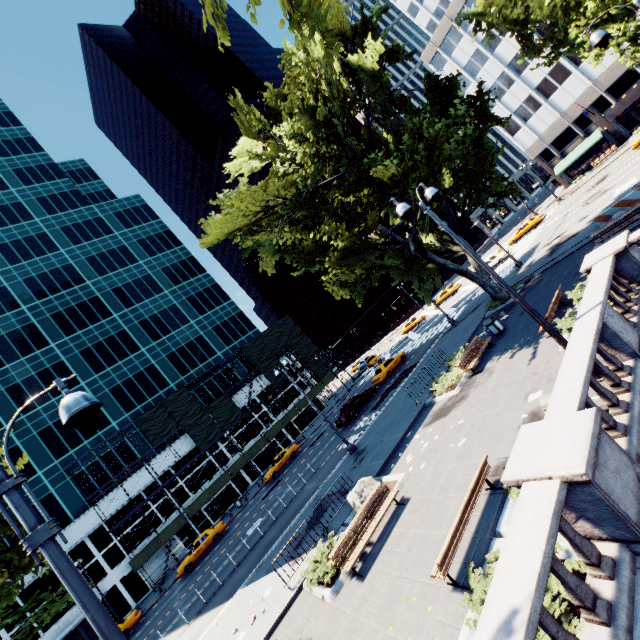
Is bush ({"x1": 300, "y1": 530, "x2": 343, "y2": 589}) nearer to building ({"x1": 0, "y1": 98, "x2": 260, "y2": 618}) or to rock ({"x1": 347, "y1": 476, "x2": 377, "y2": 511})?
rock ({"x1": 347, "y1": 476, "x2": 377, "y2": 511})

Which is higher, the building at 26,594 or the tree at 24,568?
the building at 26,594

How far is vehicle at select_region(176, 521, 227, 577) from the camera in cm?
2822

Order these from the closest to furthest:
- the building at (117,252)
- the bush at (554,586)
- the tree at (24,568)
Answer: the bush at (554,586) → the tree at (24,568) → the building at (117,252)

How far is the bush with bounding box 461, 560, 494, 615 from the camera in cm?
560

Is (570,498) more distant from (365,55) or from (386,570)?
(365,55)

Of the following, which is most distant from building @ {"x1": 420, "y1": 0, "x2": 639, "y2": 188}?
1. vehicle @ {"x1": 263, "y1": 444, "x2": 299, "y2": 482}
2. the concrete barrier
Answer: vehicle @ {"x1": 263, "y1": 444, "x2": 299, "y2": 482}

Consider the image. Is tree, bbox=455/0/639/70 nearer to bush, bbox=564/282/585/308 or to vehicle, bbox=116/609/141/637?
bush, bbox=564/282/585/308
